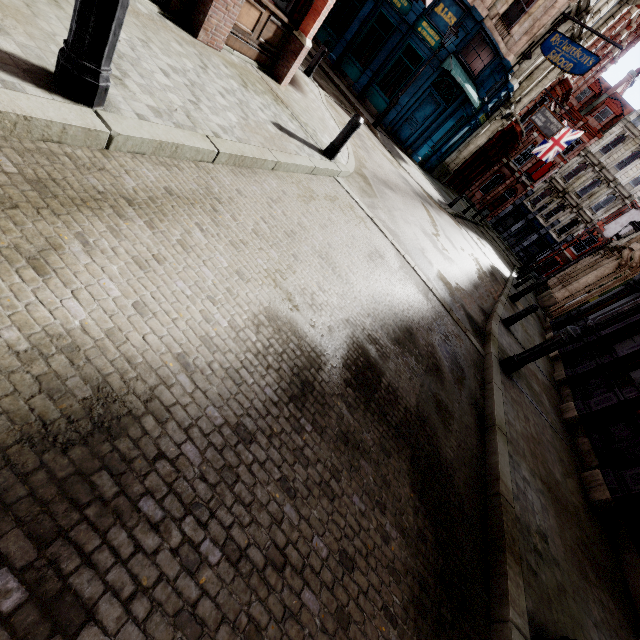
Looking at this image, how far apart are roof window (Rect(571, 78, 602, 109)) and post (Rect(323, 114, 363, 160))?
48.4m

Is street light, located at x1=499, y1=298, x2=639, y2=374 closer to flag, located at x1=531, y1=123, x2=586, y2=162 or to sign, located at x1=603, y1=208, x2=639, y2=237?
sign, located at x1=603, y1=208, x2=639, y2=237

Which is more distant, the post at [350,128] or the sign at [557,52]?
the sign at [557,52]

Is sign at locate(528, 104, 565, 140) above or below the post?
above

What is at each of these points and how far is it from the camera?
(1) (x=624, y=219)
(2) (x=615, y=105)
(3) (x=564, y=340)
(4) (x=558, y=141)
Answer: (1) sign, 23.1m
(2) roof window, 36.5m
(3) street light, 6.0m
(4) flag, 26.8m

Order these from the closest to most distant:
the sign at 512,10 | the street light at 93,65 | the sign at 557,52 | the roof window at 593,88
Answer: the street light at 93,65 → the sign at 557,52 → the sign at 512,10 → the roof window at 593,88

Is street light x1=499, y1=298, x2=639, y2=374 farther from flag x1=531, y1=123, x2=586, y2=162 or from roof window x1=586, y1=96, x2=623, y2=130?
roof window x1=586, y1=96, x2=623, y2=130

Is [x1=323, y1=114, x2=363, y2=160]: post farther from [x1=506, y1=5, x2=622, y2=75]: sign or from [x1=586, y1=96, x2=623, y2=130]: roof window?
[x1=586, y1=96, x2=623, y2=130]: roof window
